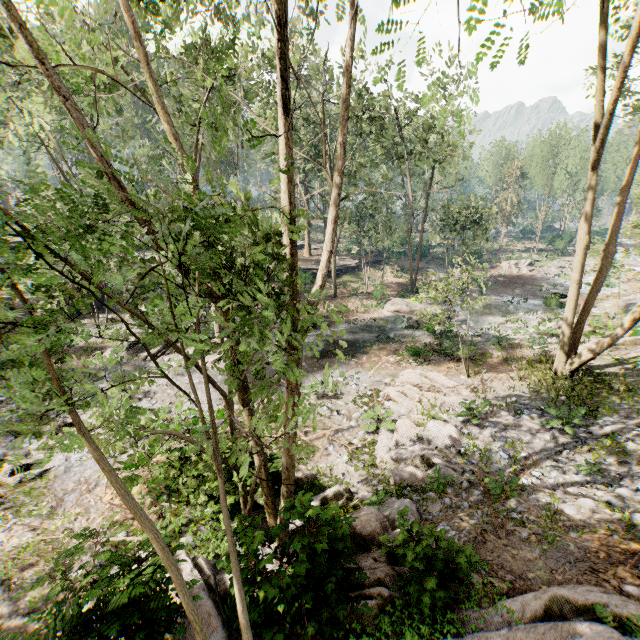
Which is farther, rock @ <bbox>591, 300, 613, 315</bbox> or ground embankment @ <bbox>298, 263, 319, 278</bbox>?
ground embankment @ <bbox>298, 263, 319, 278</bbox>

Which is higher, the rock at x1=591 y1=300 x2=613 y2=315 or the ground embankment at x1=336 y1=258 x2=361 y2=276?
the ground embankment at x1=336 y1=258 x2=361 y2=276

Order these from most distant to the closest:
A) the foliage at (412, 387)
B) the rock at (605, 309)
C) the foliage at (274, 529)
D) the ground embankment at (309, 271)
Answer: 1. the ground embankment at (309, 271)
2. the rock at (605, 309)
3. the foliage at (412, 387)
4. the foliage at (274, 529)

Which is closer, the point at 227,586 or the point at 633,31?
the point at 227,586

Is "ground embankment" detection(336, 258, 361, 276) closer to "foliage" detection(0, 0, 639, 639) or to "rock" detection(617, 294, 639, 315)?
"foliage" detection(0, 0, 639, 639)

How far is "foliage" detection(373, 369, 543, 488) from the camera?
9.7 meters

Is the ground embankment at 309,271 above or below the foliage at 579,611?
below

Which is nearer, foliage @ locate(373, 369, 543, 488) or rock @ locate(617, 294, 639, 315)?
foliage @ locate(373, 369, 543, 488)
